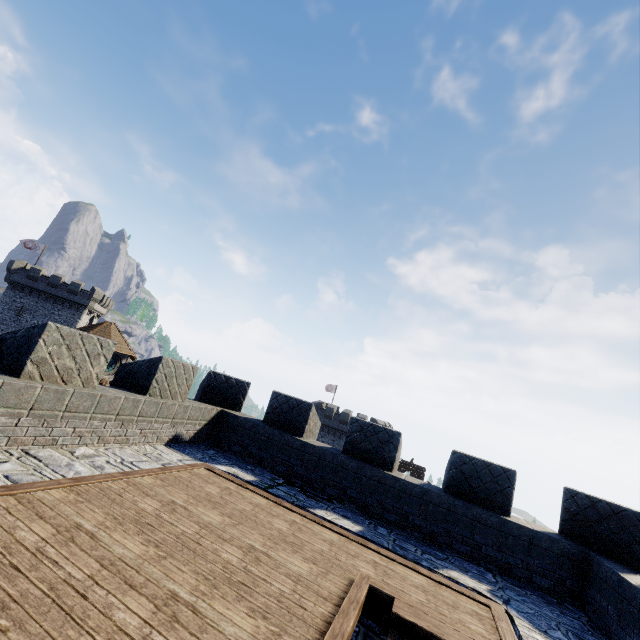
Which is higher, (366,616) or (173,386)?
(173,386)
